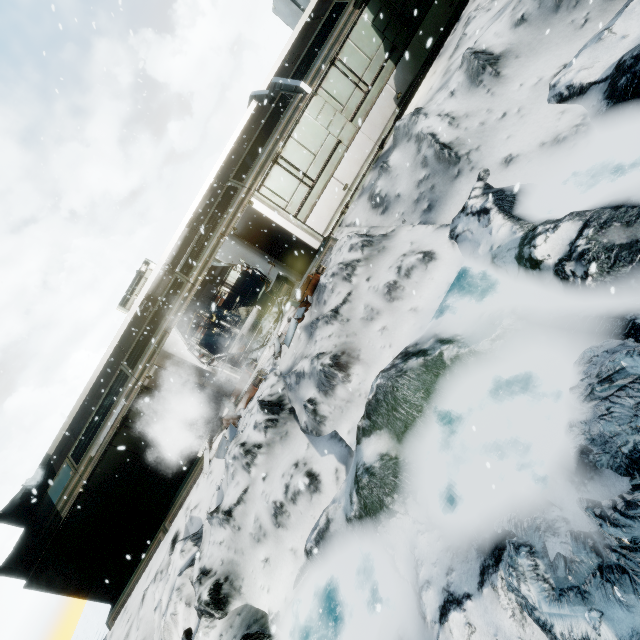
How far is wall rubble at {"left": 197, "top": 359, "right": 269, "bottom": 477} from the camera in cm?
936

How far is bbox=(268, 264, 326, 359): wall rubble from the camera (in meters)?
9.16

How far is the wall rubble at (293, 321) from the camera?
9.2m

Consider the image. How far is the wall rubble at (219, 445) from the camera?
9.36m

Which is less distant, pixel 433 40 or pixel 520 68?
pixel 520 68
